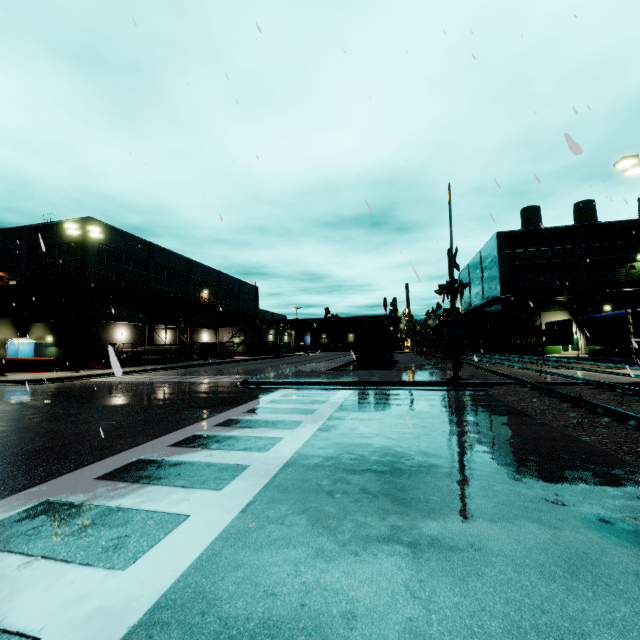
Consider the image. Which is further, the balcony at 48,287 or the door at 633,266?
the door at 633,266

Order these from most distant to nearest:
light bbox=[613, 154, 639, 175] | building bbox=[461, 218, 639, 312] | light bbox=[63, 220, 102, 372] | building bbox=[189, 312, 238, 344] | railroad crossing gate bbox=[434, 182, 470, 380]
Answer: building bbox=[189, 312, 238, 344], building bbox=[461, 218, 639, 312], light bbox=[63, 220, 102, 372], light bbox=[613, 154, 639, 175], railroad crossing gate bbox=[434, 182, 470, 380]

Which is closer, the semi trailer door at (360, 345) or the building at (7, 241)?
the semi trailer door at (360, 345)

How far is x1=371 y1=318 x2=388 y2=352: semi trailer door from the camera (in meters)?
24.39

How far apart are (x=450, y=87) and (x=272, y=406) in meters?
13.9 m

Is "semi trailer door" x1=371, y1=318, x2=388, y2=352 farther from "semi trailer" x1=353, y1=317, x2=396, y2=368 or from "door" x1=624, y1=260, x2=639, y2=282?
"door" x1=624, y1=260, x2=639, y2=282

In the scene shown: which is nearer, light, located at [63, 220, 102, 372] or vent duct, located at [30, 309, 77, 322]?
light, located at [63, 220, 102, 372]

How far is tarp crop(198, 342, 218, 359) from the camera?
35.5m
